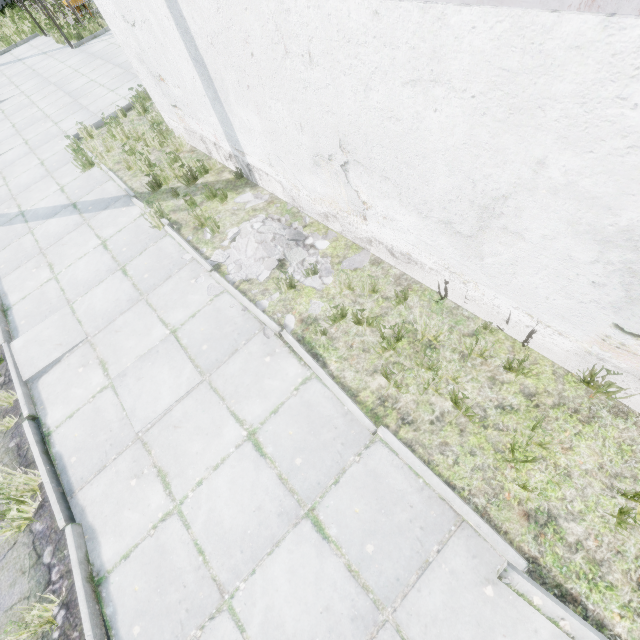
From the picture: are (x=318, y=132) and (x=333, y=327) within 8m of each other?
yes

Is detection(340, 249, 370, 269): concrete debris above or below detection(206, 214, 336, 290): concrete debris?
below

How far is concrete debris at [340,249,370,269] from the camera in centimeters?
451cm

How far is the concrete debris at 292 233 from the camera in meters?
4.6 m
